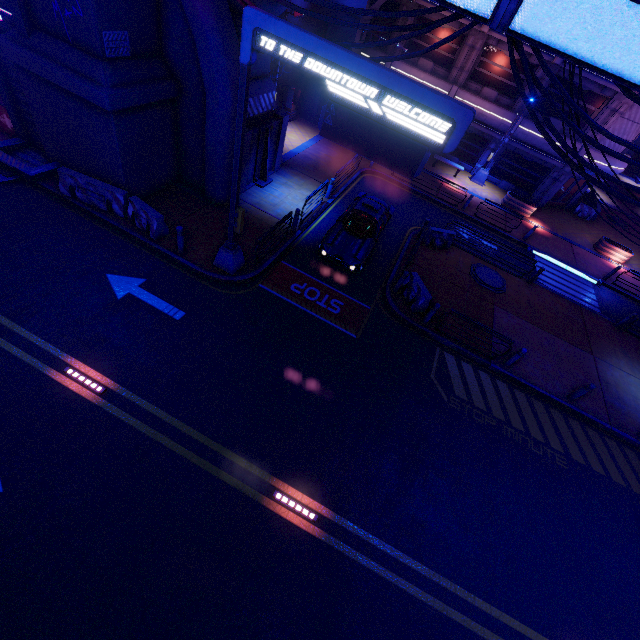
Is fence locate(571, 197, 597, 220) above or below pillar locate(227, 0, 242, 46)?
below

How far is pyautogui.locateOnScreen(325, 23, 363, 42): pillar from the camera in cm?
2045

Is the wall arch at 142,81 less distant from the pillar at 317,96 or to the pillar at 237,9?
the pillar at 237,9

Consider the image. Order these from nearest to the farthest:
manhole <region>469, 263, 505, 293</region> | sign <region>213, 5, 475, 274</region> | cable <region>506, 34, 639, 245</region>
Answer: sign <region>213, 5, 475, 274</region> < cable <region>506, 34, 639, 245</region> < manhole <region>469, 263, 505, 293</region>

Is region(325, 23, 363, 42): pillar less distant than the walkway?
No

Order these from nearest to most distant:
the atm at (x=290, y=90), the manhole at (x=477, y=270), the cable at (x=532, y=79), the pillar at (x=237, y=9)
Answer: the cable at (x=532, y=79) < the pillar at (x=237, y=9) < the manhole at (x=477, y=270) < the atm at (x=290, y=90)

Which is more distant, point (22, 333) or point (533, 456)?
point (533, 456)

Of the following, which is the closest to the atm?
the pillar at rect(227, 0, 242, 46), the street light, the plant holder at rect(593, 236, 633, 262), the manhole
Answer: the pillar at rect(227, 0, 242, 46)
